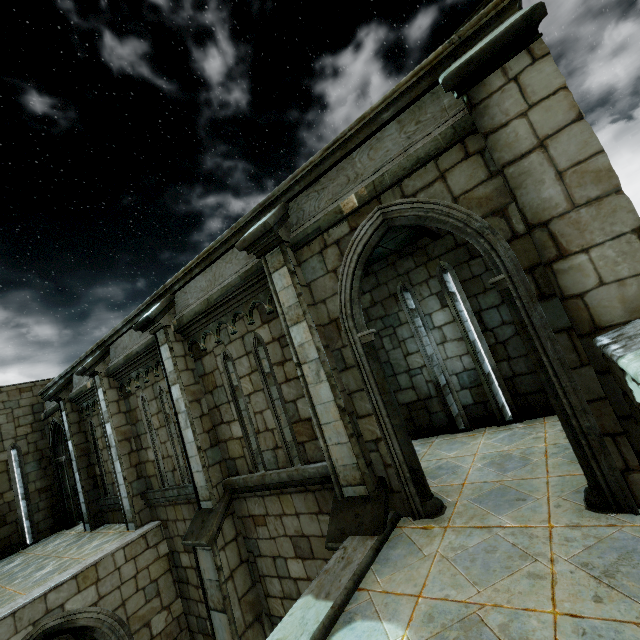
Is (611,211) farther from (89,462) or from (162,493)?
(89,462)
